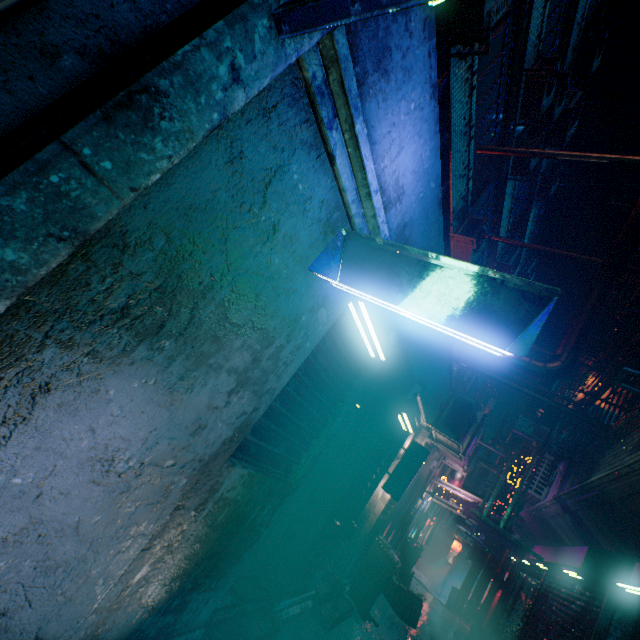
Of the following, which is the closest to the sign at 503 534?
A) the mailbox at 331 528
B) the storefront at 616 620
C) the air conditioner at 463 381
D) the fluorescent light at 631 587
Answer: the storefront at 616 620

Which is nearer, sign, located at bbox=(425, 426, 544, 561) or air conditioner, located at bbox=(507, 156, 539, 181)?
sign, located at bbox=(425, 426, 544, 561)

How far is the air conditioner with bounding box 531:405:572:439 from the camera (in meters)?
7.71

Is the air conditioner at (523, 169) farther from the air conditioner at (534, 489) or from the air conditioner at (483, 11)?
the air conditioner at (534, 489)

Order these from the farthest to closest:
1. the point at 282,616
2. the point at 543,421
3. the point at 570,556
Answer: the point at 543,421, the point at 570,556, the point at 282,616

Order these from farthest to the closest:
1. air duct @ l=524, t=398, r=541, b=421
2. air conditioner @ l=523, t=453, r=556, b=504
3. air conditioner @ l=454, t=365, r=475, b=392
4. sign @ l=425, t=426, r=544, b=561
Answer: air conditioner @ l=454, t=365, r=475, b=392 → air duct @ l=524, t=398, r=541, b=421 → air conditioner @ l=523, t=453, r=556, b=504 → sign @ l=425, t=426, r=544, b=561

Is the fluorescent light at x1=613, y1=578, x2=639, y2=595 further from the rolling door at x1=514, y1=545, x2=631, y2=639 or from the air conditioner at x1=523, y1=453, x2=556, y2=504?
the air conditioner at x1=523, y1=453, x2=556, y2=504

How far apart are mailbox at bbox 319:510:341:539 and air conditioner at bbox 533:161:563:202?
12.2m
